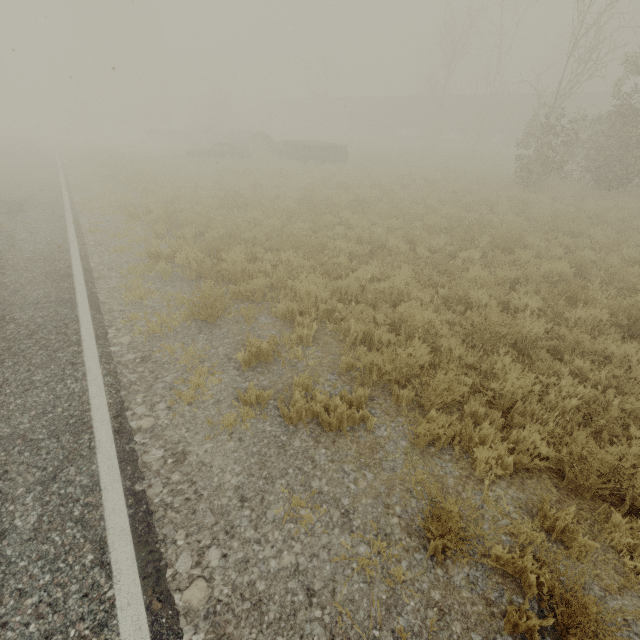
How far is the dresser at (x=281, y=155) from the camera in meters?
23.3

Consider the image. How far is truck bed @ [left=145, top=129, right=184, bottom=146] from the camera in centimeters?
3378cm

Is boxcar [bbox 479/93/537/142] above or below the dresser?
above

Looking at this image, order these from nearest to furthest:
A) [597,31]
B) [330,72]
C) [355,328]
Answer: [355,328]
[597,31]
[330,72]

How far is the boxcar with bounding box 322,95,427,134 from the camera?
44.0m

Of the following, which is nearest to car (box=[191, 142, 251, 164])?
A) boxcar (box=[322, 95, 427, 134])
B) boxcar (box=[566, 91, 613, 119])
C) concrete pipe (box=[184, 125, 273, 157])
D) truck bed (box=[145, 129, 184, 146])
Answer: concrete pipe (box=[184, 125, 273, 157])

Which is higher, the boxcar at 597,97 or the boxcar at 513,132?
the boxcar at 597,97
